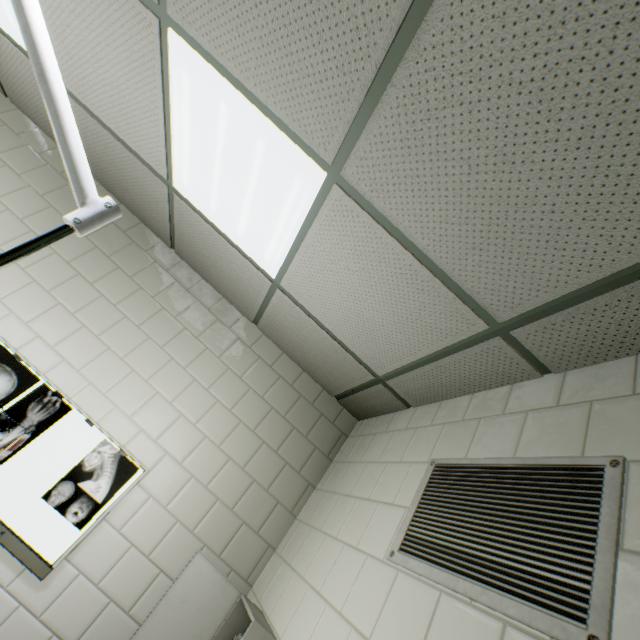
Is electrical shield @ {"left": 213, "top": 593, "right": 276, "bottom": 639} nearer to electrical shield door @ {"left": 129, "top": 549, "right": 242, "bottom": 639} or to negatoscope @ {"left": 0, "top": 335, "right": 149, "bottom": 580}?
electrical shield door @ {"left": 129, "top": 549, "right": 242, "bottom": 639}

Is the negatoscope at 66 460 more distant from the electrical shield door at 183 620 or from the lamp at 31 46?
the lamp at 31 46

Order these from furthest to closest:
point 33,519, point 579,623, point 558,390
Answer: point 33,519 → point 558,390 → point 579,623

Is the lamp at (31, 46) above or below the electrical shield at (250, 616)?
above

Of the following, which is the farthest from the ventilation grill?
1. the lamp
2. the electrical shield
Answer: the lamp

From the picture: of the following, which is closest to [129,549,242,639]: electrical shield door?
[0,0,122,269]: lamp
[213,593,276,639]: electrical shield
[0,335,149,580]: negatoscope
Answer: [213,593,276,639]: electrical shield

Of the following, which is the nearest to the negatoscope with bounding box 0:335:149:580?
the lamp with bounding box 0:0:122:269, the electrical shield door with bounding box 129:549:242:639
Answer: the electrical shield door with bounding box 129:549:242:639

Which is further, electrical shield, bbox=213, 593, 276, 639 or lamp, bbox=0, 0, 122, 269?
electrical shield, bbox=213, 593, 276, 639
